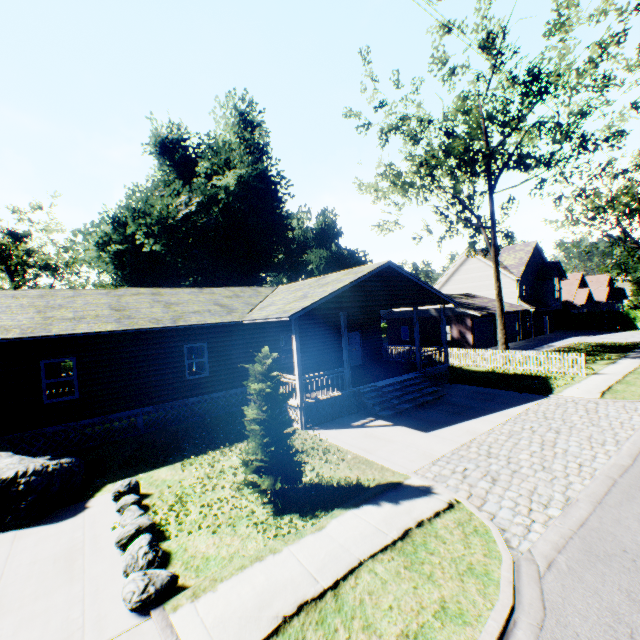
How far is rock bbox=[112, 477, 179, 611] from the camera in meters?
5.1

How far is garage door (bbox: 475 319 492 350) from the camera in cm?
3019

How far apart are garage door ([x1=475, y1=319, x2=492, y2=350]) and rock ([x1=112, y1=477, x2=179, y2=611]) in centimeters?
2950cm

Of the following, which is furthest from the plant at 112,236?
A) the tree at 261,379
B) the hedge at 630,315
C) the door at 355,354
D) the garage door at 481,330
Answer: the tree at 261,379

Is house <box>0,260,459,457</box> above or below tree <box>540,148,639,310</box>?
below

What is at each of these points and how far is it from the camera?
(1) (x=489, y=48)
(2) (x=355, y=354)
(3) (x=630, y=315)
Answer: (1) tree, 14.9 meters
(2) door, 21.1 meters
(3) hedge, 37.2 meters

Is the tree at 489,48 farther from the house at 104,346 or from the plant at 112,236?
the house at 104,346

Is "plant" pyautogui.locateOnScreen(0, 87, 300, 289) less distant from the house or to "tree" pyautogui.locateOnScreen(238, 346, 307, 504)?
the house
